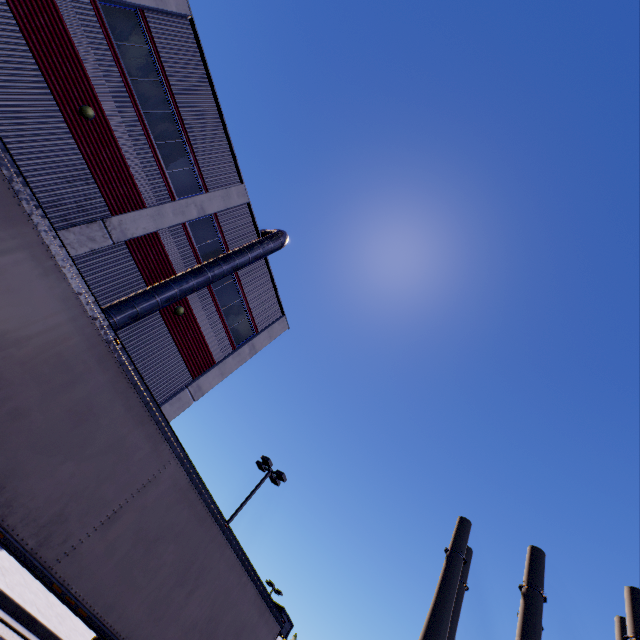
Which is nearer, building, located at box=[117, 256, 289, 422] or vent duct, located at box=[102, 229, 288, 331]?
vent duct, located at box=[102, 229, 288, 331]

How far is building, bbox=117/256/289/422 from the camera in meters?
14.2 m

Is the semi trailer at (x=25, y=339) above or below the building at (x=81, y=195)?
below

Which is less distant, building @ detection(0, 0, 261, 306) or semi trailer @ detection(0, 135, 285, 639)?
semi trailer @ detection(0, 135, 285, 639)

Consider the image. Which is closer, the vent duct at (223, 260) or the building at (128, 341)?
the vent duct at (223, 260)

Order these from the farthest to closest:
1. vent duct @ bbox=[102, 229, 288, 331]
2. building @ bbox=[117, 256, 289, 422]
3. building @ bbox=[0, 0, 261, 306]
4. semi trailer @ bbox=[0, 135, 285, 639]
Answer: building @ bbox=[117, 256, 289, 422], vent duct @ bbox=[102, 229, 288, 331], building @ bbox=[0, 0, 261, 306], semi trailer @ bbox=[0, 135, 285, 639]

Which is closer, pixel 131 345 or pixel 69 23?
pixel 69 23

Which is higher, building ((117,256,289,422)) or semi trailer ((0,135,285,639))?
building ((117,256,289,422))
